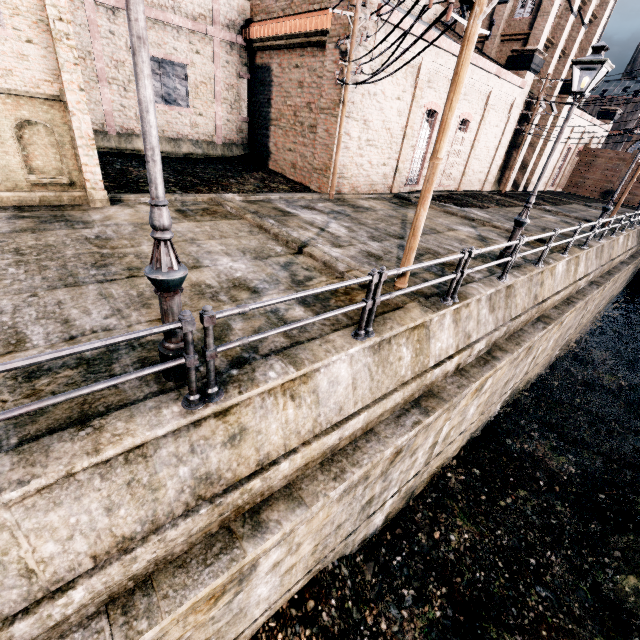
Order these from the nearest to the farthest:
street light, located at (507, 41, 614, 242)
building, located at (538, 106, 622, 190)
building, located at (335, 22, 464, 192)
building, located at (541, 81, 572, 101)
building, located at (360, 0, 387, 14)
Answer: street light, located at (507, 41, 614, 242), building, located at (360, 0, 387, 14), building, located at (335, 22, 464, 192), building, located at (541, 81, 572, 101), building, located at (538, 106, 622, 190)

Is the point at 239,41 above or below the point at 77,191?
above

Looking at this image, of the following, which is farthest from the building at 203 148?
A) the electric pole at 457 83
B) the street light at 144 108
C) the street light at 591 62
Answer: the street light at 144 108

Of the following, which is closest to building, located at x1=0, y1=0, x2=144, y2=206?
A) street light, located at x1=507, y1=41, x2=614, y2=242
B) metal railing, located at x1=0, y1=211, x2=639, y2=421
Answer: street light, located at x1=507, y1=41, x2=614, y2=242

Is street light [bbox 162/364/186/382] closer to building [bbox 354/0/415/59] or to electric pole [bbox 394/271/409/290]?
electric pole [bbox 394/271/409/290]

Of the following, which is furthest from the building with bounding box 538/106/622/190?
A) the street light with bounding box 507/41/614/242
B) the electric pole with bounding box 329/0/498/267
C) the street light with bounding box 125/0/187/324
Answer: the street light with bounding box 125/0/187/324

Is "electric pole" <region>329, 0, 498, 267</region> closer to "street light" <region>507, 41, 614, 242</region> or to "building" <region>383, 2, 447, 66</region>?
"building" <region>383, 2, 447, 66</region>

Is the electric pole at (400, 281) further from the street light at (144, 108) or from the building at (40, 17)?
the street light at (144, 108)
